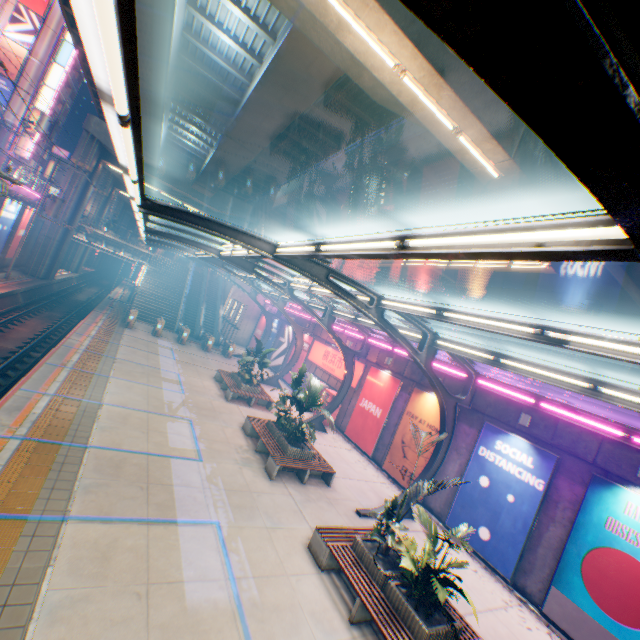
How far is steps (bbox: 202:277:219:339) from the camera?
33.7 meters

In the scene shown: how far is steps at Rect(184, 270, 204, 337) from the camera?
32.5 meters

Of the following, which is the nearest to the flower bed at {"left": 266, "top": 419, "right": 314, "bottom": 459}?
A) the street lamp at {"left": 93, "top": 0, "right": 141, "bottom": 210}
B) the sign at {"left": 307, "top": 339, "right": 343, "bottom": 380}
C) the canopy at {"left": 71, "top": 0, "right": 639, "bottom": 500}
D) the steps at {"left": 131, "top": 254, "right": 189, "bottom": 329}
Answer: the canopy at {"left": 71, "top": 0, "right": 639, "bottom": 500}

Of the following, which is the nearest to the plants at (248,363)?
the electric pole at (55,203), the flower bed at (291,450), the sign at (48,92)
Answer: the flower bed at (291,450)

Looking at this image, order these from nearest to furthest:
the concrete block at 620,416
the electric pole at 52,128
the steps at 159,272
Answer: the concrete block at 620,416
the electric pole at 52,128
the steps at 159,272

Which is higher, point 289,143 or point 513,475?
point 289,143

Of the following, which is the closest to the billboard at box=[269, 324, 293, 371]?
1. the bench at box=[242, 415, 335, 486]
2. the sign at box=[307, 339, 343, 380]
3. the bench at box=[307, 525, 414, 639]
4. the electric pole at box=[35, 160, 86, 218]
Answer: the sign at box=[307, 339, 343, 380]

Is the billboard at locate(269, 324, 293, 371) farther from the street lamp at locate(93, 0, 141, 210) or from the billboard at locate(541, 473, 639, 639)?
the street lamp at locate(93, 0, 141, 210)
